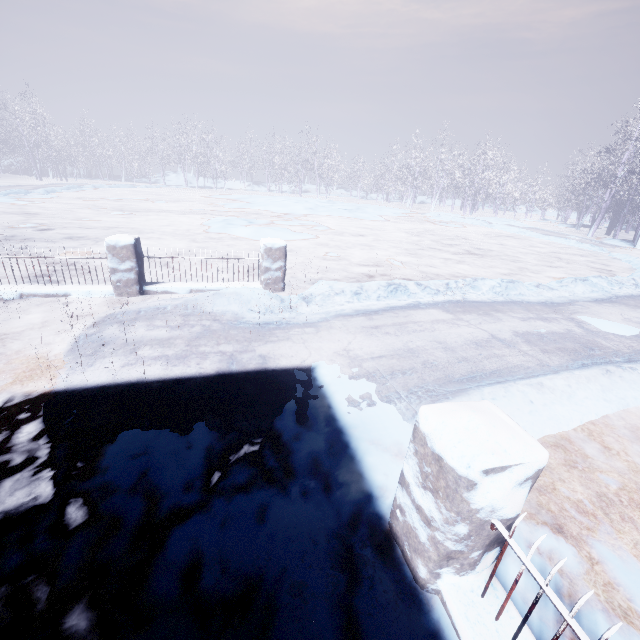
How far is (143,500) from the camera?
2.0 meters

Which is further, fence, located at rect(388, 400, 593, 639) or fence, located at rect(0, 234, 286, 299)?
fence, located at rect(0, 234, 286, 299)

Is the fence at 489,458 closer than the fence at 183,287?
Yes
